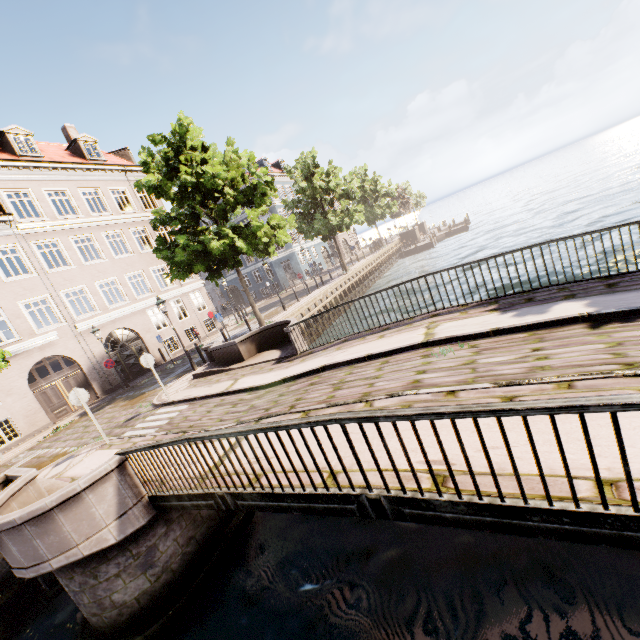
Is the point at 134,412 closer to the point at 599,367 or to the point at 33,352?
the point at 33,352

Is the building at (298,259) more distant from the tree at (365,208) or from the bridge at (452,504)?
Result: the bridge at (452,504)

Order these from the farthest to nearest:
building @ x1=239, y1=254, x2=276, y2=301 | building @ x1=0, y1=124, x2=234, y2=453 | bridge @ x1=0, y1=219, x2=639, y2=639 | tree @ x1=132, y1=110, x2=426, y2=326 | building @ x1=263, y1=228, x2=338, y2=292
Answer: building @ x1=239, y1=254, x2=276, y2=301 → building @ x1=263, y1=228, x2=338, y2=292 → building @ x1=0, y1=124, x2=234, y2=453 → tree @ x1=132, y1=110, x2=426, y2=326 → bridge @ x1=0, y1=219, x2=639, y2=639

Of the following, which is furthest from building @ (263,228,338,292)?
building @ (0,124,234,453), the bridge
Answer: building @ (0,124,234,453)

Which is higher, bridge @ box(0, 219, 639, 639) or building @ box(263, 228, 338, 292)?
building @ box(263, 228, 338, 292)

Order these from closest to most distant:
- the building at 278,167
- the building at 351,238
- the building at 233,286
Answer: A:
1. the building at 278,167
2. the building at 233,286
3. the building at 351,238

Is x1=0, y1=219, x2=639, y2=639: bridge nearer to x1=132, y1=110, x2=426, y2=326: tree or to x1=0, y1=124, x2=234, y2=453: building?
x1=132, y1=110, x2=426, y2=326: tree
